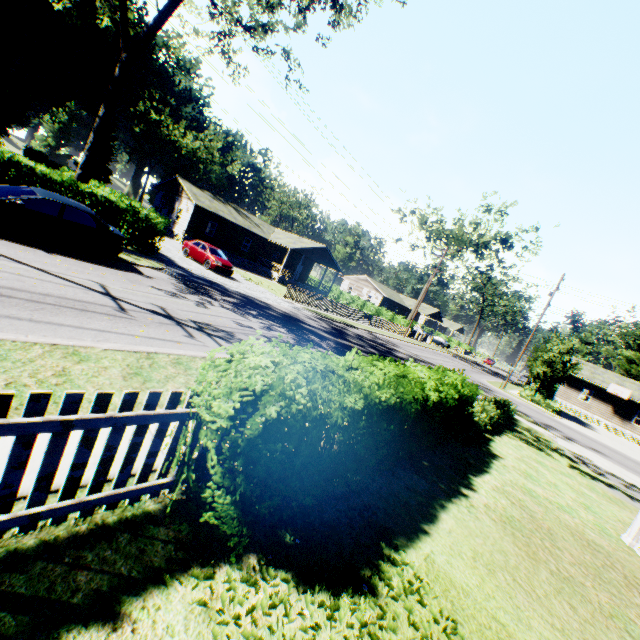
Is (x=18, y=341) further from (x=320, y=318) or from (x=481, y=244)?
(x=481, y=244)

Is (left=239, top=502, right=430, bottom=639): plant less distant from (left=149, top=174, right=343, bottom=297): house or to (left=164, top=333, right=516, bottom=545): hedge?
(left=164, top=333, right=516, bottom=545): hedge

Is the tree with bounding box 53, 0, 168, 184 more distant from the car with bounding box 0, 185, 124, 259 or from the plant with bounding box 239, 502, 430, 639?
the plant with bounding box 239, 502, 430, 639

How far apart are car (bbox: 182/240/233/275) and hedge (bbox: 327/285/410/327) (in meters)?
27.99

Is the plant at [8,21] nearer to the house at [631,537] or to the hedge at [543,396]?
the house at [631,537]

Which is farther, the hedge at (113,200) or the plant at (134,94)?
the plant at (134,94)

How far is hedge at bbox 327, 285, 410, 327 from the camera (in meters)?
46.09

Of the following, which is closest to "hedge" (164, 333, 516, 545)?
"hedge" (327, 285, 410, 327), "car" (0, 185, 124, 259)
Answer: "car" (0, 185, 124, 259)
